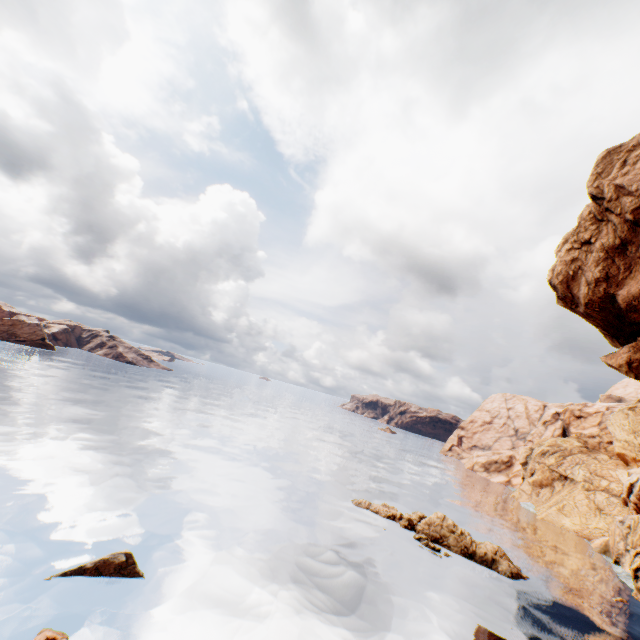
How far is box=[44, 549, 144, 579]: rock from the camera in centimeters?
1627cm

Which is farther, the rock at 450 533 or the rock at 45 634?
the rock at 450 533

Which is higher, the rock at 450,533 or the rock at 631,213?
the rock at 631,213

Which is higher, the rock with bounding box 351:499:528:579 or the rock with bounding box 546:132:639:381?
the rock with bounding box 546:132:639:381

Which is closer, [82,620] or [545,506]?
[82,620]

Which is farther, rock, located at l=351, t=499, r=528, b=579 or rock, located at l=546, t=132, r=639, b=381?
rock, located at l=351, t=499, r=528, b=579

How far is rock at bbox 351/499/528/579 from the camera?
30.3m

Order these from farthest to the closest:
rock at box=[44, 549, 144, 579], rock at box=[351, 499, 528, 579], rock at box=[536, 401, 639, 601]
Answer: rock at box=[536, 401, 639, 601]
rock at box=[351, 499, 528, 579]
rock at box=[44, 549, 144, 579]
